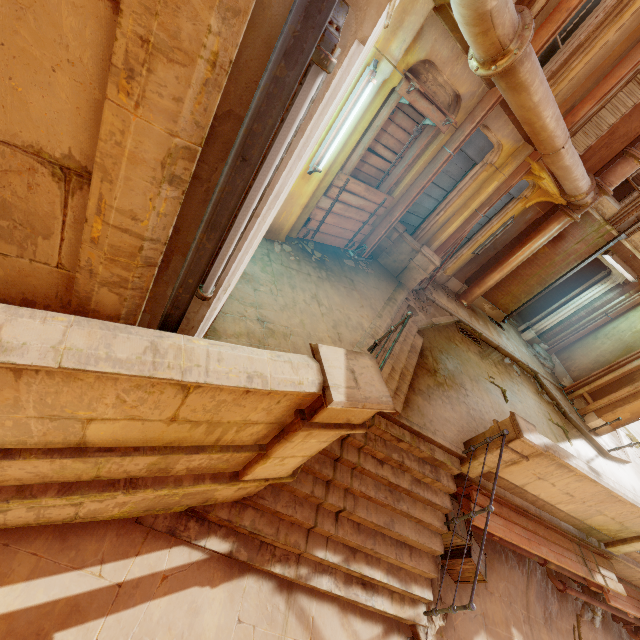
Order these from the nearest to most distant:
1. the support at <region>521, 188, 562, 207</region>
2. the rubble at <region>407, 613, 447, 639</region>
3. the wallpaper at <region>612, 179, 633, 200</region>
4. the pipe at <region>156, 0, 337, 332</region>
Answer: the pipe at <region>156, 0, 337, 332</region>
the rubble at <region>407, 613, 447, 639</region>
the support at <region>521, 188, 562, 207</region>
the wallpaper at <region>612, 179, 633, 200</region>

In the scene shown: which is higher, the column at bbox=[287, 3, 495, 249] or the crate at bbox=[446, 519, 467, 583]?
the column at bbox=[287, 3, 495, 249]

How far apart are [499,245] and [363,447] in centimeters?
897cm

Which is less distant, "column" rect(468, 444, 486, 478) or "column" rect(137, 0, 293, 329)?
"column" rect(137, 0, 293, 329)

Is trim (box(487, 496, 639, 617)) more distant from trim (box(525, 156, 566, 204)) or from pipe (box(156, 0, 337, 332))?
trim (box(525, 156, 566, 204))

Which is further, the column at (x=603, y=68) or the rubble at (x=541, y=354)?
the rubble at (x=541, y=354)

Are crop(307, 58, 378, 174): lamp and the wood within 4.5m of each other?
yes

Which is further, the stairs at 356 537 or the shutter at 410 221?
the shutter at 410 221
